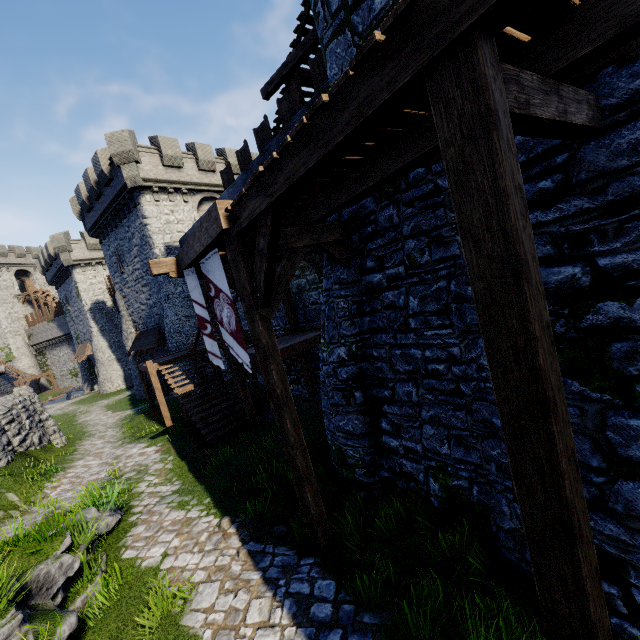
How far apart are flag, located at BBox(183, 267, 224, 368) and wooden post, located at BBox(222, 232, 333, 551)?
2.70m

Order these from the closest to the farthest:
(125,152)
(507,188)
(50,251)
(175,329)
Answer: (507,188) → (125,152) → (175,329) → (50,251)

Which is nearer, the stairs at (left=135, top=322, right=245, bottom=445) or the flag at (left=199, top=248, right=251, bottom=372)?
the flag at (left=199, top=248, right=251, bottom=372)

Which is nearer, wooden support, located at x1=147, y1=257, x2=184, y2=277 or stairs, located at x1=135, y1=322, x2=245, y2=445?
wooden support, located at x1=147, y1=257, x2=184, y2=277

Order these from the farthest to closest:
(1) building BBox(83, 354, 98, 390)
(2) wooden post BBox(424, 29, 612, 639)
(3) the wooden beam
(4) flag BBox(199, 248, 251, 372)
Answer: (1) building BBox(83, 354, 98, 390) < (3) the wooden beam < (4) flag BBox(199, 248, 251, 372) < (2) wooden post BBox(424, 29, 612, 639)

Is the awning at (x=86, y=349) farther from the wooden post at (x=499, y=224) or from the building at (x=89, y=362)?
the wooden post at (x=499, y=224)

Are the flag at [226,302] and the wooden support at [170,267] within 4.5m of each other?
yes

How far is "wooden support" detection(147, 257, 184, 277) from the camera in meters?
7.6 m
